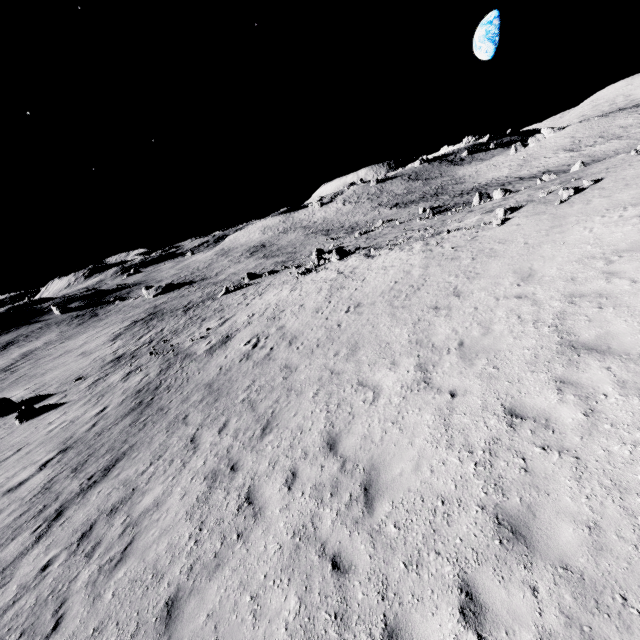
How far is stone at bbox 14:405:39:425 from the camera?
19.52m

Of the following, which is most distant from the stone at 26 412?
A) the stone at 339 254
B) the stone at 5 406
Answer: the stone at 339 254

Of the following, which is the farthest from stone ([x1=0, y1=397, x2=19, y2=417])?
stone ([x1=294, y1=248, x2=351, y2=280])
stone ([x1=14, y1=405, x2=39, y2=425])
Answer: stone ([x1=294, y1=248, x2=351, y2=280])

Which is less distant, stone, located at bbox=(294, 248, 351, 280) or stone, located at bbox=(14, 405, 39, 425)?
stone, located at bbox=(14, 405, 39, 425)

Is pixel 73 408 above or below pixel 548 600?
Result: below

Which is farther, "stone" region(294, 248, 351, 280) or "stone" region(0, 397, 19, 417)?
"stone" region(294, 248, 351, 280)

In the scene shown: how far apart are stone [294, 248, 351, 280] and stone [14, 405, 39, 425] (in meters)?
26.20

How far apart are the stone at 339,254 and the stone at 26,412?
26.2 meters
